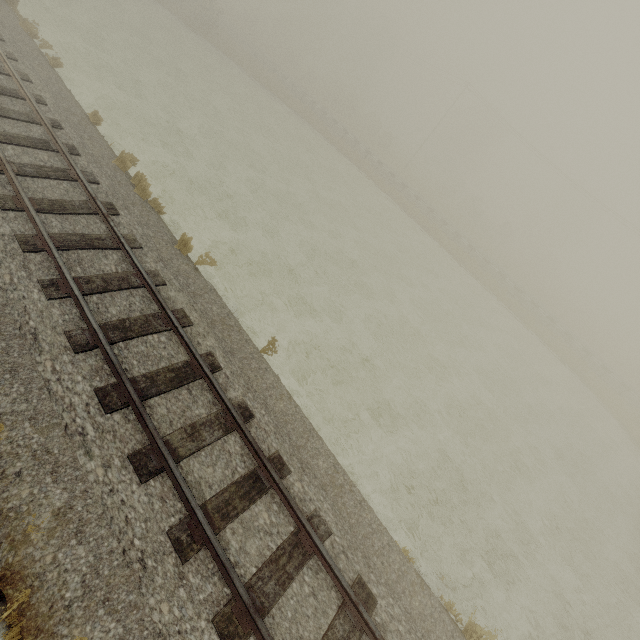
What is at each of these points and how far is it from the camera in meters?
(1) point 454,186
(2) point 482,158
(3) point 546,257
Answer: (1) tree, 52.3 m
(2) tree, 55.5 m
(3) tree, 59.0 m

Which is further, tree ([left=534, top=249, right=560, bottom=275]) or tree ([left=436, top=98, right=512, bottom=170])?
tree ([left=534, top=249, right=560, bottom=275])

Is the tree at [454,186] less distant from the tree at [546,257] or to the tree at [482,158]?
the tree at [482,158]

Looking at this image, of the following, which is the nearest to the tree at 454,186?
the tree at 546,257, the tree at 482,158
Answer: the tree at 482,158

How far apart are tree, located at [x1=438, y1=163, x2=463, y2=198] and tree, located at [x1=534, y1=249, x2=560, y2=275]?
19.54m

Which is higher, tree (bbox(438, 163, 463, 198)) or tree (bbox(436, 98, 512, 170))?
tree (bbox(436, 98, 512, 170))

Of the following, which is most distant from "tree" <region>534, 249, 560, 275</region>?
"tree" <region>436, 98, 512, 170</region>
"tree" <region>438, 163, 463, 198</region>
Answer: "tree" <region>436, 98, 512, 170</region>
